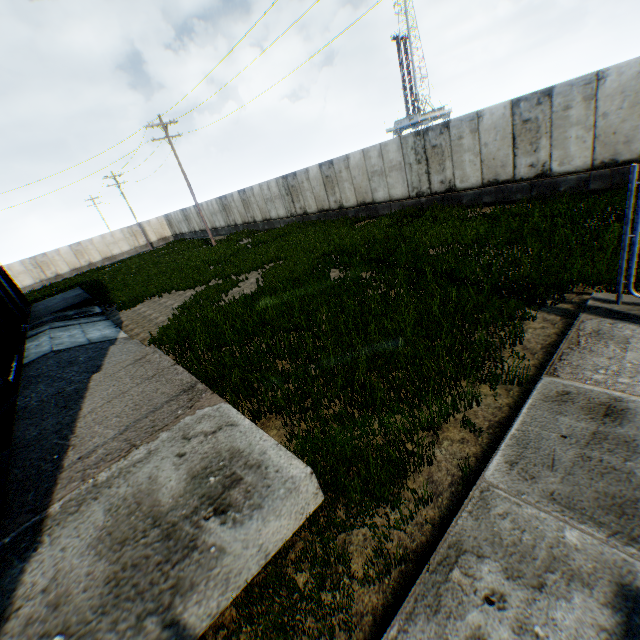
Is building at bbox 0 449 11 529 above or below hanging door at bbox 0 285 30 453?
below

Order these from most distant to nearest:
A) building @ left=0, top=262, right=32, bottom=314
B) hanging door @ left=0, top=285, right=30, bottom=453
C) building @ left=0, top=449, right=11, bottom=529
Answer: building @ left=0, top=262, right=32, bottom=314, hanging door @ left=0, top=285, right=30, bottom=453, building @ left=0, top=449, right=11, bottom=529

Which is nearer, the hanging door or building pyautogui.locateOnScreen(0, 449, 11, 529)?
building pyautogui.locateOnScreen(0, 449, 11, 529)

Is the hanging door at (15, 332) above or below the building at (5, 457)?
above

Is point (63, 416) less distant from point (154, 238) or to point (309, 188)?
point (309, 188)

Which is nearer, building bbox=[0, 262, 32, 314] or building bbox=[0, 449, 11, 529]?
building bbox=[0, 449, 11, 529]

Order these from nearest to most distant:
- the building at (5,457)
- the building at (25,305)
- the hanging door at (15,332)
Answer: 1. the building at (5,457)
2. the hanging door at (15,332)
3. the building at (25,305)
